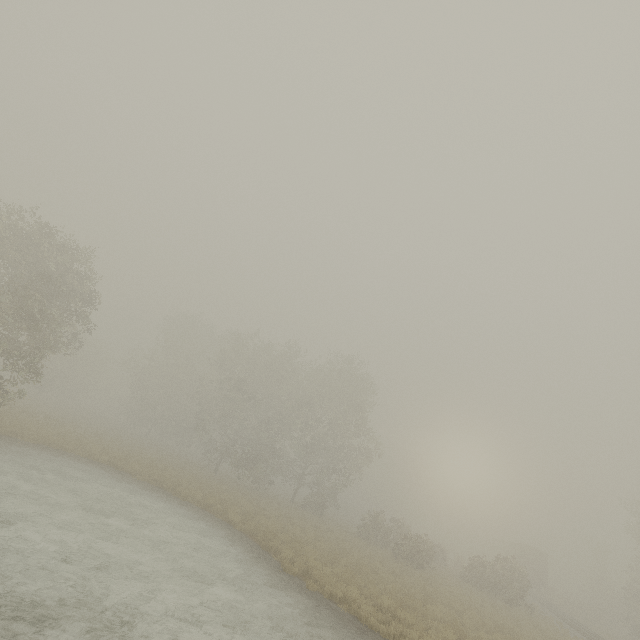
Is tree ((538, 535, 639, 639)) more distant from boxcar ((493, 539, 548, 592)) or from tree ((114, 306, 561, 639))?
tree ((114, 306, 561, 639))

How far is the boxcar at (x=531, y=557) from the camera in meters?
40.2 m

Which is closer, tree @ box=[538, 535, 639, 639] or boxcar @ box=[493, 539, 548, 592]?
tree @ box=[538, 535, 639, 639]

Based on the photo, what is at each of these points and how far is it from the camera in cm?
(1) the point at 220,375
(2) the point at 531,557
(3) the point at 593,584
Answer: (1) tree, 3981
(2) boxcar, 4150
(3) tree, 3944

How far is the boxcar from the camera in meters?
40.2 m

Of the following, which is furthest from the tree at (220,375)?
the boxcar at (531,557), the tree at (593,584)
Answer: the tree at (593,584)

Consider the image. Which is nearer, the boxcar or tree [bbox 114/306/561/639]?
tree [bbox 114/306/561/639]

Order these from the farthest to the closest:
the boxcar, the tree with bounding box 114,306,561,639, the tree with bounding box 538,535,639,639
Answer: the boxcar < the tree with bounding box 538,535,639,639 < the tree with bounding box 114,306,561,639
